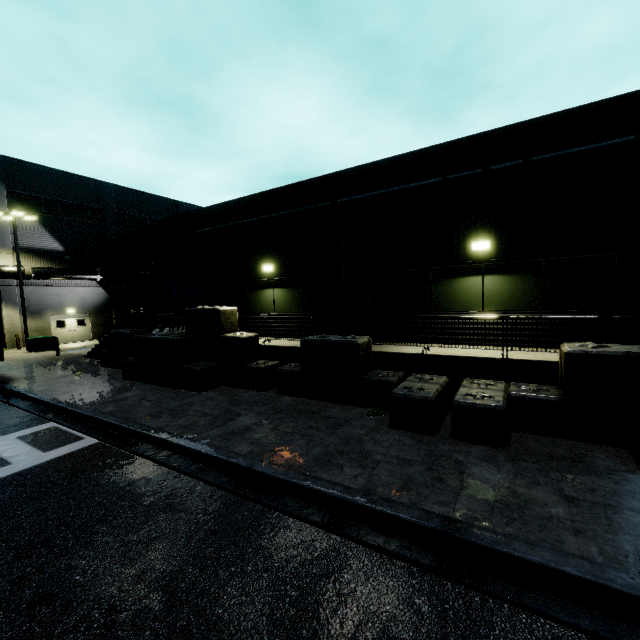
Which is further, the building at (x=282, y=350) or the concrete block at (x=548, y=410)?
the building at (x=282, y=350)

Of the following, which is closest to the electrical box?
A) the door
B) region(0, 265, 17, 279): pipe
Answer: the door

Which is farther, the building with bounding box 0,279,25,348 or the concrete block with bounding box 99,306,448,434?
the building with bounding box 0,279,25,348

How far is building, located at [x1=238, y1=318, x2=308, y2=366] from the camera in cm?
1124

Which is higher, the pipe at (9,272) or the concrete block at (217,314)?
the pipe at (9,272)

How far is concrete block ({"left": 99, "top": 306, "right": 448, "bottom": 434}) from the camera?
7.4 meters

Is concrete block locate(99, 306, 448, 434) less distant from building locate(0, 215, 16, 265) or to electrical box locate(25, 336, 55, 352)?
building locate(0, 215, 16, 265)

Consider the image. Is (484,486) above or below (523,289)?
below
